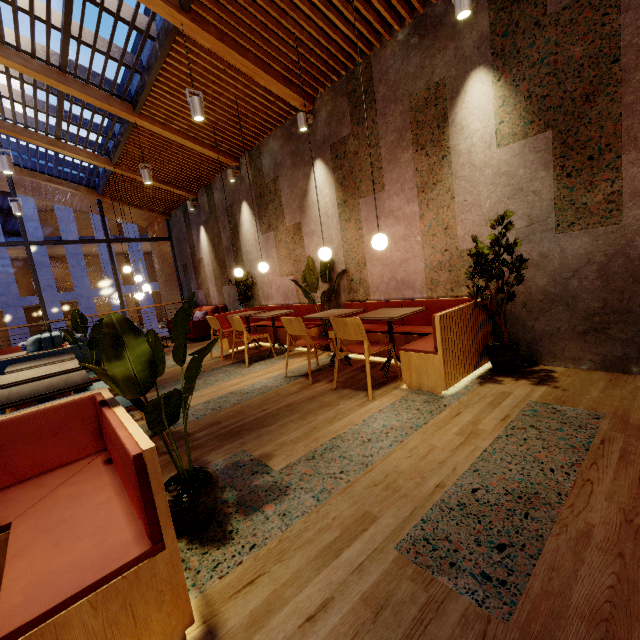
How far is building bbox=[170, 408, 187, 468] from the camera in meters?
2.6

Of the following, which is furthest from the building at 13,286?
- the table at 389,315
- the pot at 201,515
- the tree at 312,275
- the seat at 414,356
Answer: the pot at 201,515

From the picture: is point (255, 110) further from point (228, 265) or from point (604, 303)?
point (604, 303)

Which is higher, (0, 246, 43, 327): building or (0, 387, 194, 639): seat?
(0, 246, 43, 327): building

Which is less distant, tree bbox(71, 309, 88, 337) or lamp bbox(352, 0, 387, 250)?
lamp bbox(352, 0, 387, 250)

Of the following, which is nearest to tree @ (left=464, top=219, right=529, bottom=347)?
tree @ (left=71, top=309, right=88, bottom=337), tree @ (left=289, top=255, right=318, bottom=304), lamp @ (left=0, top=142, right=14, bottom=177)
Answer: tree @ (left=289, top=255, right=318, bottom=304)

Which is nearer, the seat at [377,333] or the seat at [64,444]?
the seat at [64,444]

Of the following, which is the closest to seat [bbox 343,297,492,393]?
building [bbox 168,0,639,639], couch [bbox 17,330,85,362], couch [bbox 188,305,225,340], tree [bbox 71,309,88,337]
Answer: building [bbox 168,0,639,639]
